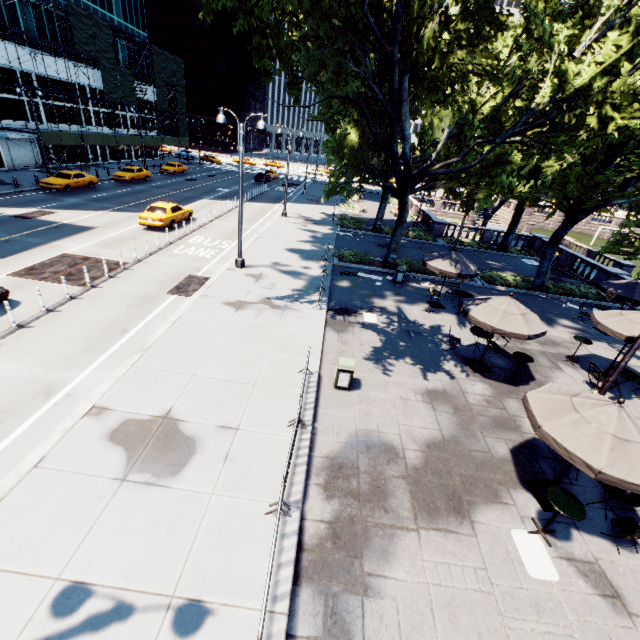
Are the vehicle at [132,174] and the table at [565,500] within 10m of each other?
no

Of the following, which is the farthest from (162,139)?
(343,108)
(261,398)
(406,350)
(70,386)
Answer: (261,398)

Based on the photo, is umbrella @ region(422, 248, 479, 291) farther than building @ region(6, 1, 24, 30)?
No

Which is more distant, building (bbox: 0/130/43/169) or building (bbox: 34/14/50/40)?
building (bbox: 34/14/50/40)

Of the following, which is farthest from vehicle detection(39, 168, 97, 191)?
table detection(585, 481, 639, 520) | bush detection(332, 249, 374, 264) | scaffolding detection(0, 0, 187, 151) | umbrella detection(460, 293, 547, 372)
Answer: table detection(585, 481, 639, 520)

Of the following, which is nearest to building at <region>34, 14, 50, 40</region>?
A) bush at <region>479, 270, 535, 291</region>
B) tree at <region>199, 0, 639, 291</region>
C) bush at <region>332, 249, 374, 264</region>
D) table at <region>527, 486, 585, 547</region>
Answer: tree at <region>199, 0, 639, 291</region>

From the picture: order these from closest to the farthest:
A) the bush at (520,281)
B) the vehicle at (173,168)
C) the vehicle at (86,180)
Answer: the bush at (520,281) → the vehicle at (86,180) → the vehicle at (173,168)

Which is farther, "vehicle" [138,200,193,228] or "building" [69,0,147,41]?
"building" [69,0,147,41]
